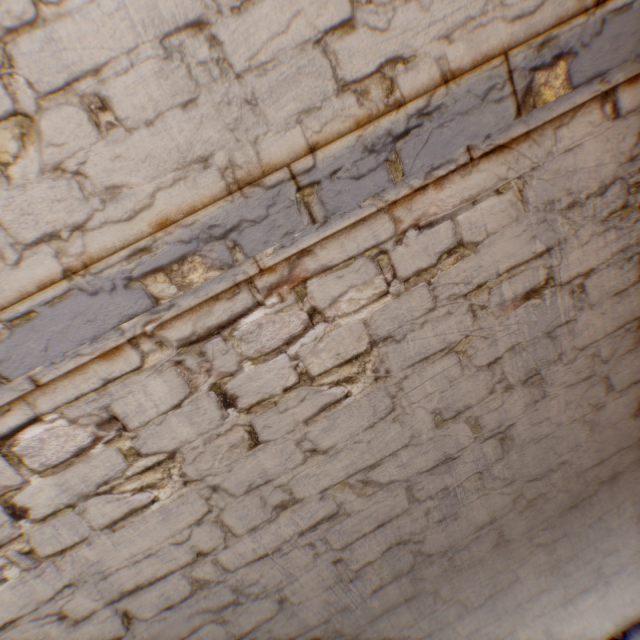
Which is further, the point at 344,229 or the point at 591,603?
the point at 591,603
